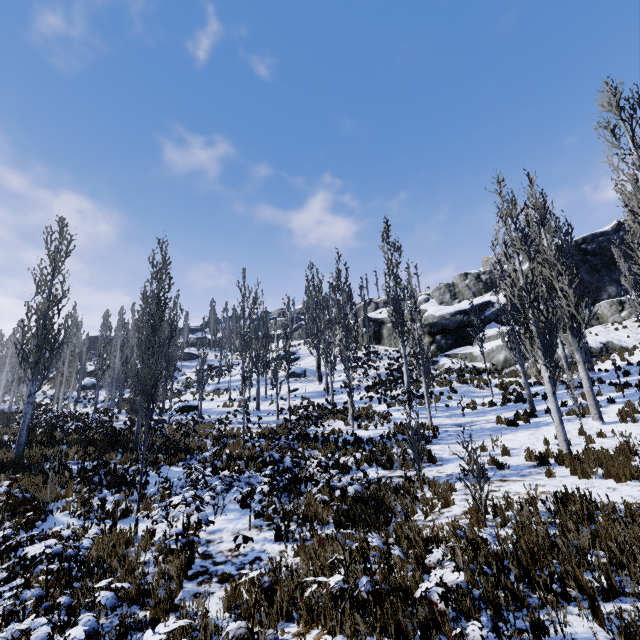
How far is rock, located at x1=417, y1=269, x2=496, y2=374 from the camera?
26.9m

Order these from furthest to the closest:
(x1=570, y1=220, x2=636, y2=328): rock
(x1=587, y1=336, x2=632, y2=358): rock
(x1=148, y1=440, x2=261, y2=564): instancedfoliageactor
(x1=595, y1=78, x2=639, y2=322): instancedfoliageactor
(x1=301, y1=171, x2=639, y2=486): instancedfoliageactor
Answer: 1. (x1=570, y1=220, x2=636, y2=328): rock
2. (x1=587, y1=336, x2=632, y2=358): rock
3. (x1=595, y1=78, x2=639, y2=322): instancedfoliageactor
4. (x1=301, y1=171, x2=639, y2=486): instancedfoliageactor
5. (x1=148, y1=440, x2=261, y2=564): instancedfoliageactor

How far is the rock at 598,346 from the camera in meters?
22.2 m

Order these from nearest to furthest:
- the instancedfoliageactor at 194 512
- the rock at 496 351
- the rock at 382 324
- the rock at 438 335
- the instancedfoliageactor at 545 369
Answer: the instancedfoliageactor at 194 512 → the instancedfoliageactor at 545 369 → the rock at 496 351 → the rock at 438 335 → the rock at 382 324

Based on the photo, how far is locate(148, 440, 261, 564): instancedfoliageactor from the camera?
6.17m

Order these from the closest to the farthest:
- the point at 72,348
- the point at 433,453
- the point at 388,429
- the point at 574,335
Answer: the point at 433,453 → the point at 574,335 → the point at 388,429 → the point at 72,348

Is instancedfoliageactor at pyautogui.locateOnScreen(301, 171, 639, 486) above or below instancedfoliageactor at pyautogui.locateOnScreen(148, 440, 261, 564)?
above
